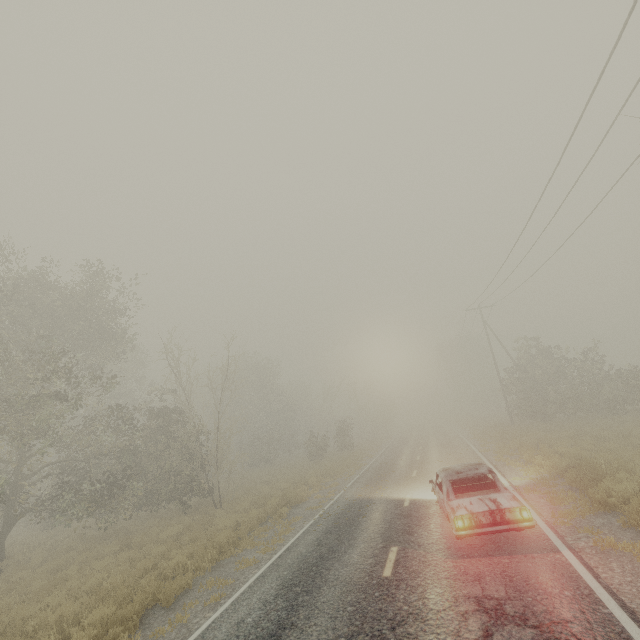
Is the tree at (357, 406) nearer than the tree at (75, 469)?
No

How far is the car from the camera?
6.99m

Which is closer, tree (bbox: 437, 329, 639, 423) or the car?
the car

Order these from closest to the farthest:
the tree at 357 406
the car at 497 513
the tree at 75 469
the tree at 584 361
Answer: the car at 497 513 → the tree at 75 469 → the tree at 584 361 → the tree at 357 406

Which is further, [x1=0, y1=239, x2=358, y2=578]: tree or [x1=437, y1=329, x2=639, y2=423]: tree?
[x1=437, y1=329, x2=639, y2=423]: tree

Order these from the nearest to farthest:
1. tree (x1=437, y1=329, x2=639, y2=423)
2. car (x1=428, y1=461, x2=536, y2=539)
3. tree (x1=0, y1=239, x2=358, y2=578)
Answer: car (x1=428, y1=461, x2=536, y2=539) < tree (x1=0, y1=239, x2=358, y2=578) < tree (x1=437, y1=329, x2=639, y2=423)

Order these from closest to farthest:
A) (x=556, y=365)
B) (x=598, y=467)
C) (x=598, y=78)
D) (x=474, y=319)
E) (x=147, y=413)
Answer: (x=598, y=78), (x=598, y=467), (x=556, y=365), (x=474, y=319), (x=147, y=413)

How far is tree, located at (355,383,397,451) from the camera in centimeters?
3886cm
